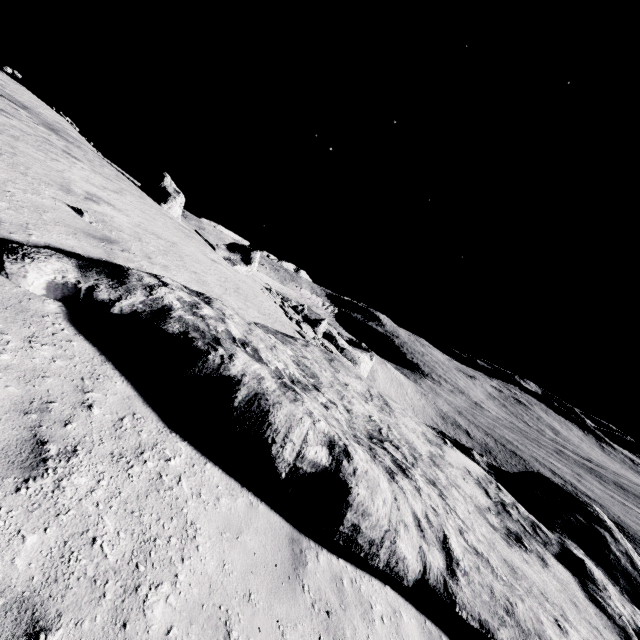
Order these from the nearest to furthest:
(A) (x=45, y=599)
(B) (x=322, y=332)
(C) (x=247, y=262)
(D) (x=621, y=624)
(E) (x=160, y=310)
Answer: (A) (x=45, y=599) → (E) (x=160, y=310) → (D) (x=621, y=624) → (C) (x=247, y=262) → (B) (x=322, y=332)

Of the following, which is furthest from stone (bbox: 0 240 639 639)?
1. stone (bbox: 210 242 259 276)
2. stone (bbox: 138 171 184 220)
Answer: stone (bbox: 138 171 184 220)

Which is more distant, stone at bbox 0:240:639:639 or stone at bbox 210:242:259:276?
stone at bbox 210:242:259:276

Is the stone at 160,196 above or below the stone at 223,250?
above

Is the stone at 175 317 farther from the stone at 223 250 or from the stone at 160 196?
the stone at 160 196

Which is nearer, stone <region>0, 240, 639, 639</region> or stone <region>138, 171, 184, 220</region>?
stone <region>0, 240, 639, 639</region>

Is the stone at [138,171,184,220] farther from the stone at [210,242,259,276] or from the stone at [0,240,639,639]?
the stone at [0,240,639,639]
